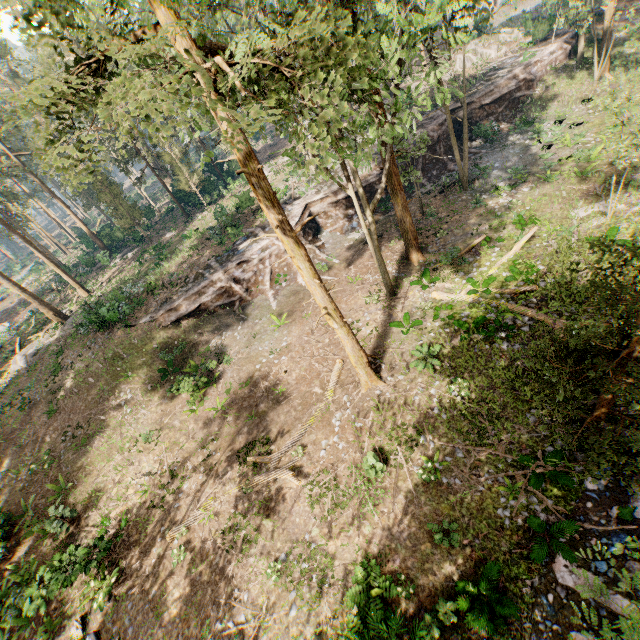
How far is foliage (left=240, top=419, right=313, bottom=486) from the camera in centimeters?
1355cm

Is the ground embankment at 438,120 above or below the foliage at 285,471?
below

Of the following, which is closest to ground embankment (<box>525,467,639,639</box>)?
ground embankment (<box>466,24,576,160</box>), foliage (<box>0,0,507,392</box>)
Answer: foliage (<box>0,0,507,392</box>)

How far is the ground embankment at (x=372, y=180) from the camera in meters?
27.3 m

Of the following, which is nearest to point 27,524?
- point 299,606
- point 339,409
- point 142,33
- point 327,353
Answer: point 299,606

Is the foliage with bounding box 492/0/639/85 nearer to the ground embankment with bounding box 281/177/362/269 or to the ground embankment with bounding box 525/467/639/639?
the ground embankment with bounding box 525/467/639/639

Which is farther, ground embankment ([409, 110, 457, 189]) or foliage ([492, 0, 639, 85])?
ground embankment ([409, 110, 457, 189])
